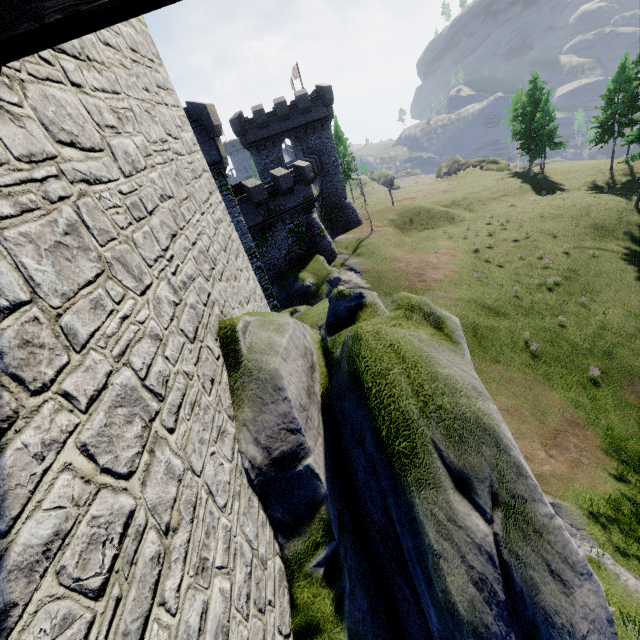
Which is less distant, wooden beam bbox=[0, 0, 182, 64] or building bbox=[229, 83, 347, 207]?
wooden beam bbox=[0, 0, 182, 64]

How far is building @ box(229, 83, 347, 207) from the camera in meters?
35.2 m

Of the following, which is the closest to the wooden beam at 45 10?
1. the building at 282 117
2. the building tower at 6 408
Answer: the building tower at 6 408

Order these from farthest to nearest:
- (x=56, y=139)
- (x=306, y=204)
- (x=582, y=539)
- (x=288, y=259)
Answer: (x=288, y=259), (x=306, y=204), (x=582, y=539), (x=56, y=139)

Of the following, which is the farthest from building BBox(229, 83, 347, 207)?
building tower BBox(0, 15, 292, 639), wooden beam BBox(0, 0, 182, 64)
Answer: wooden beam BBox(0, 0, 182, 64)

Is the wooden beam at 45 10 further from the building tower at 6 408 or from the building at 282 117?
the building at 282 117

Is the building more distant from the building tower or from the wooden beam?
the wooden beam
